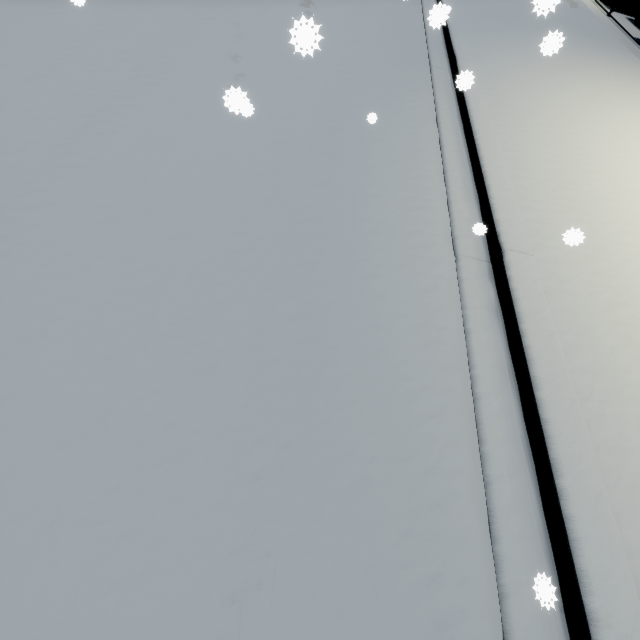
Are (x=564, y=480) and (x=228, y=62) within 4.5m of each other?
no
